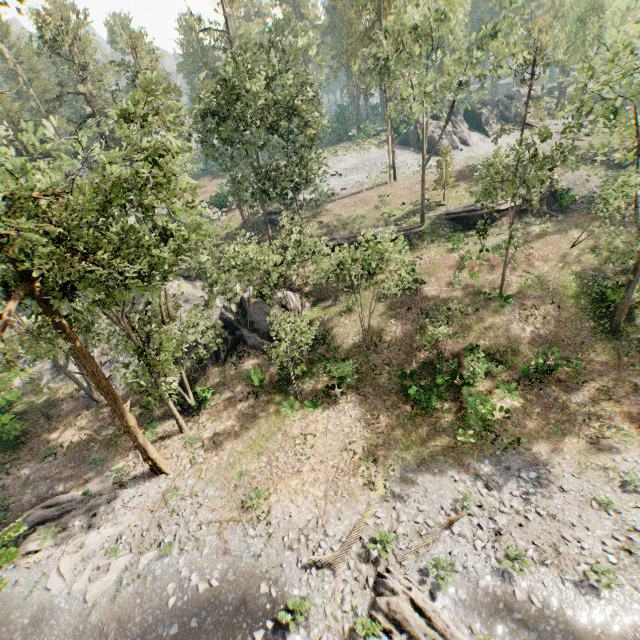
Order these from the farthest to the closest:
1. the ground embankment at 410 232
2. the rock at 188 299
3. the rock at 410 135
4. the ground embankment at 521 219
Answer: the rock at 410 135, the ground embankment at 410 232, the ground embankment at 521 219, the rock at 188 299

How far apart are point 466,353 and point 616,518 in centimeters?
1026cm

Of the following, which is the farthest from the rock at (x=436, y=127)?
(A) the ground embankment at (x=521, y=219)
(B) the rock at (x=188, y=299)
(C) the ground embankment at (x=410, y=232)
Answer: (B) the rock at (x=188, y=299)

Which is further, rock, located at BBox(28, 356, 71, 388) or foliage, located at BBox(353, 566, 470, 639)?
rock, located at BBox(28, 356, 71, 388)

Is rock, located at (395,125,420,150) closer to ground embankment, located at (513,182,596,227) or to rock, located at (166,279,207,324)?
ground embankment, located at (513,182,596,227)

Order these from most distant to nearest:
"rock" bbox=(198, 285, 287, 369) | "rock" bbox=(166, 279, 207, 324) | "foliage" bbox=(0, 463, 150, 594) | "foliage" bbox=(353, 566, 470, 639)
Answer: "rock" bbox=(166, 279, 207, 324) < "rock" bbox=(198, 285, 287, 369) < "foliage" bbox=(0, 463, 150, 594) < "foliage" bbox=(353, 566, 470, 639)

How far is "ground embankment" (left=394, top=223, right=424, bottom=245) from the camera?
33.5m

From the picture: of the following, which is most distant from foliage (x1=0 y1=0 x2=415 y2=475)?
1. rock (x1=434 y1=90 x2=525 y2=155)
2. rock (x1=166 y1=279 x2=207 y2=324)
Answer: rock (x1=166 y1=279 x2=207 y2=324)
